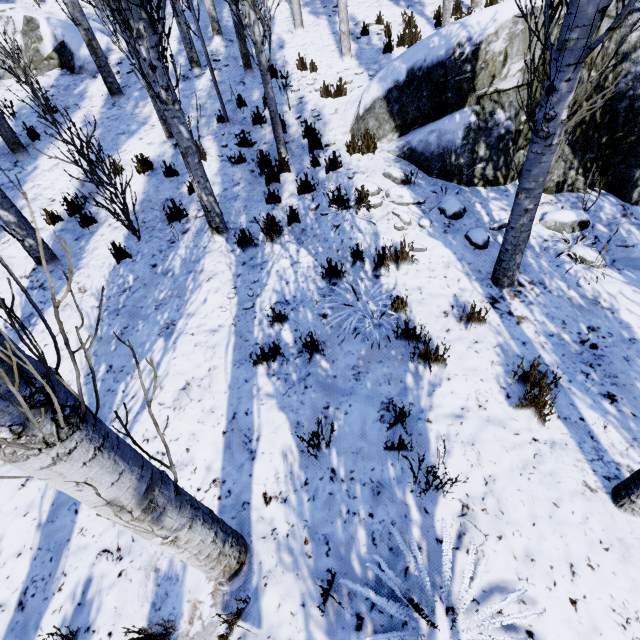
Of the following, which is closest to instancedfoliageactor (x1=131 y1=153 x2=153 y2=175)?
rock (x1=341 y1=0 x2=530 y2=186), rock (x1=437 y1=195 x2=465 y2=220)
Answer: rock (x1=341 y1=0 x2=530 y2=186)

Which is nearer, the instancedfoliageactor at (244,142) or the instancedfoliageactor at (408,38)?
the instancedfoliageactor at (244,142)

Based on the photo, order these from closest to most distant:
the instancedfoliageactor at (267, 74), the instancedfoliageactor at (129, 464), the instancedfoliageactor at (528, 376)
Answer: the instancedfoliageactor at (129, 464) → the instancedfoliageactor at (528, 376) → the instancedfoliageactor at (267, 74)

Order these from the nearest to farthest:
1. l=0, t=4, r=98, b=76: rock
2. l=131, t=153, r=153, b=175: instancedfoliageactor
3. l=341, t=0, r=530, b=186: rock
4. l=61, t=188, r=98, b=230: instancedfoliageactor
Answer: l=341, t=0, r=530, b=186: rock < l=61, t=188, r=98, b=230: instancedfoliageactor < l=131, t=153, r=153, b=175: instancedfoliageactor < l=0, t=4, r=98, b=76: rock

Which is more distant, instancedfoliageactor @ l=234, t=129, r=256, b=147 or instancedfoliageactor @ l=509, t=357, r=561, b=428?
instancedfoliageactor @ l=234, t=129, r=256, b=147

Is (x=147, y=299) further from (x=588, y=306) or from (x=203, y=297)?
(x=588, y=306)

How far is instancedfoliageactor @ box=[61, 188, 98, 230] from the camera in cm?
578
